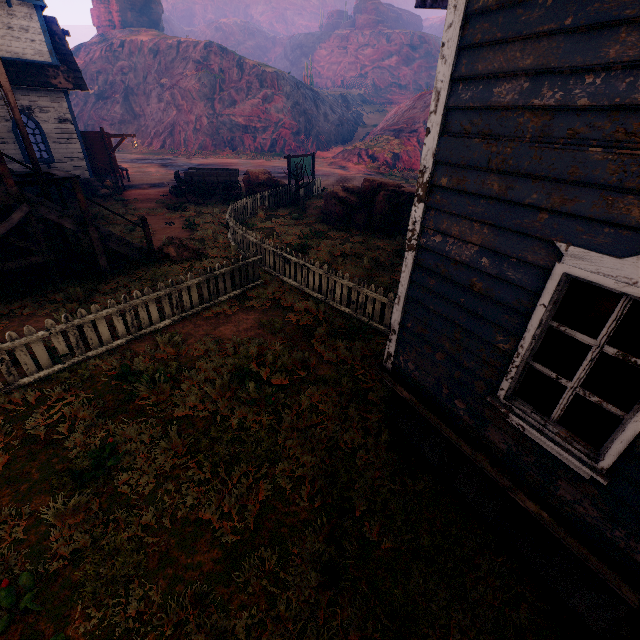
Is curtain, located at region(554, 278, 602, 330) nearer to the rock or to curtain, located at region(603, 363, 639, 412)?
curtain, located at region(603, 363, 639, 412)

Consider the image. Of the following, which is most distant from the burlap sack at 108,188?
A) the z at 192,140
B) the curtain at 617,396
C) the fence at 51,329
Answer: the curtain at 617,396

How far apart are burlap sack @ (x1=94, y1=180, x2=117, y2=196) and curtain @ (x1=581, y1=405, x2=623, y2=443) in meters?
22.4 m

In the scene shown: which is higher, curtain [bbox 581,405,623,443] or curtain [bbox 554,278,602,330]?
curtain [bbox 554,278,602,330]

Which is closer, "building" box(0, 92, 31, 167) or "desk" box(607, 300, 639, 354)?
"desk" box(607, 300, 639, 354)

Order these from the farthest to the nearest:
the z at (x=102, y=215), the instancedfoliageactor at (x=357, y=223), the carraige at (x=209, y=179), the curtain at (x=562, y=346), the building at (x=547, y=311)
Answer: the carraige at (x=209, y=179), the instancedfoliageactor at (x=357, y=223), the z at (x=102, y=215), the curtain at (x=562, y=346), the building at (x=547, y=311)

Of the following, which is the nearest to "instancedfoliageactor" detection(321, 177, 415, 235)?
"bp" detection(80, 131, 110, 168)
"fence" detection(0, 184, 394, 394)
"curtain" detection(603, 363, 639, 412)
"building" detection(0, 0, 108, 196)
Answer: "building" detection(0, 0, 108, 196)

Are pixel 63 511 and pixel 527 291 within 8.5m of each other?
yes
